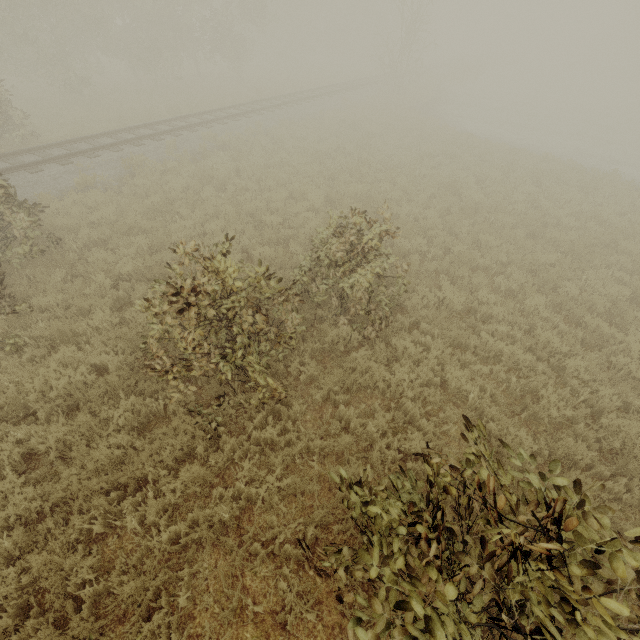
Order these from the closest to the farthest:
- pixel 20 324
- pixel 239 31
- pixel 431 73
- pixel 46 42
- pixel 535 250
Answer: pixel 20 324
pixel 535 250
pixel 46 42
pixel 239 31
pixel 431 73

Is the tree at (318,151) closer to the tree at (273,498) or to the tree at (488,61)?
the tree at (273,498)

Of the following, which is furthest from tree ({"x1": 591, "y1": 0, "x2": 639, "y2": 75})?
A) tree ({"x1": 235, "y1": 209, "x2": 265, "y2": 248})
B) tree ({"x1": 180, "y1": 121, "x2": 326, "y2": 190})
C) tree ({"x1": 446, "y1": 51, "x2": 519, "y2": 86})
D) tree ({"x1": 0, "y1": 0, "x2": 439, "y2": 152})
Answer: tree ({"x1": 235, "y1": 209, "x2": 265, "y2": 248})

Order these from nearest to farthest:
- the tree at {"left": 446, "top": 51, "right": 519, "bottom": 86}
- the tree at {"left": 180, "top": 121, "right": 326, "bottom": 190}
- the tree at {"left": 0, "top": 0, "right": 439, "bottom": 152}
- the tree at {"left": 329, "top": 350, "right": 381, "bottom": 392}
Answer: the tree at {"left": 329, "top": 350, "right": 381, "bottom": 392} < the tree at {"left": 180, "top": 121, "right": 326, "bottom": 190} < the tree at {"left": 0, "top": 0, "right": 439, "bottom": 152} < the tree at {"left": 446, "top": 51, "right": 519, "bottom": 86}

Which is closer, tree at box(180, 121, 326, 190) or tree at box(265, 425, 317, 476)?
tree at box(265, 425, 317, 476)

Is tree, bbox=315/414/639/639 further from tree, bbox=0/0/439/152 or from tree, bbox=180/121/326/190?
tree, bbox=0/0/439/152

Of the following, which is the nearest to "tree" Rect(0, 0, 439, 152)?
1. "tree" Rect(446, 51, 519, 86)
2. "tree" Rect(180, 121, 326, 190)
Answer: "tree" Rect(180, 121, 326, 190)

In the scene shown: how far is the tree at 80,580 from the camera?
3.5 meters
